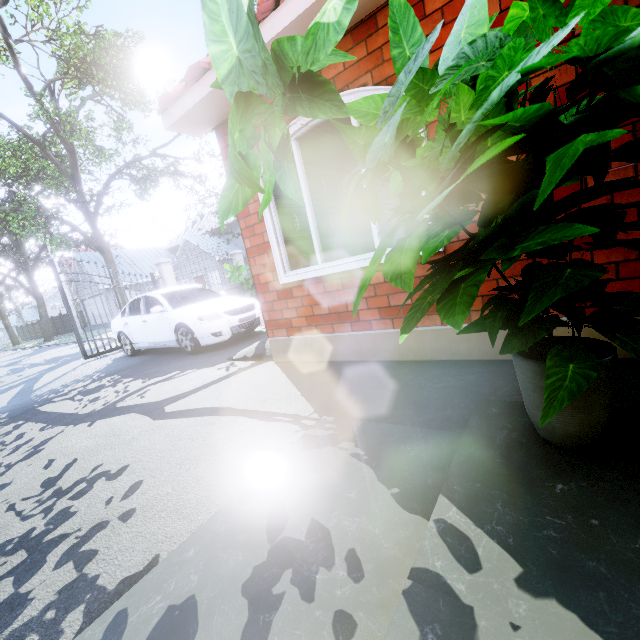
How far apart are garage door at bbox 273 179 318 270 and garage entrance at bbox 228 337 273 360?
0.02m

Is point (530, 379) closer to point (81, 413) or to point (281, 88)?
point (281, 88)

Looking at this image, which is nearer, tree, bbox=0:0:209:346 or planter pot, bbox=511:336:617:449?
planter pot, bbox=511:336:617:449

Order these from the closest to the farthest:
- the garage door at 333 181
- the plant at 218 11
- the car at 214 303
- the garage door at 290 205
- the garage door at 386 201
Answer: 1. the plant at 218 11
2. the garage door at 290 205
3. the garage door at 333 181
4. the car at 214 303
5. the garage door at 386 201

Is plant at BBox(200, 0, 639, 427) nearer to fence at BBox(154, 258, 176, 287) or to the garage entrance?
the garage entrance

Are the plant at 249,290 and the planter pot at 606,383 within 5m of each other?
no

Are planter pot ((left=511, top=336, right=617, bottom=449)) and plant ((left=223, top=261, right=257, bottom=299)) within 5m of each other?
no

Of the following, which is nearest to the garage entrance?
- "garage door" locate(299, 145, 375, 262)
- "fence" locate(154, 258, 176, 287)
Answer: "garage door" locate(299, 145, 375, 262)
